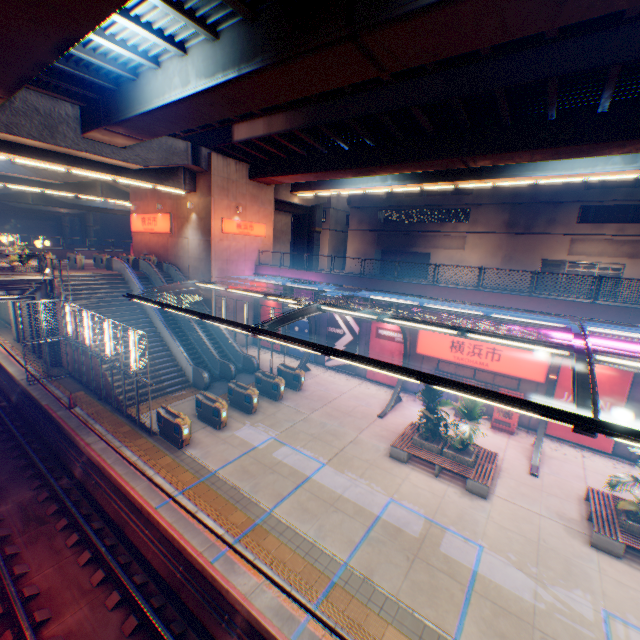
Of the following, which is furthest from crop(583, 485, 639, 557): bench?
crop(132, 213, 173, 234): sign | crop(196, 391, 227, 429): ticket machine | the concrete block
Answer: crop(132, 213, 173, 234): sign

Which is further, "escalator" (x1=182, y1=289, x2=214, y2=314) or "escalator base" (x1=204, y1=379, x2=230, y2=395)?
"escalator" (x1=182, y1=289, x2=214, y2=314)

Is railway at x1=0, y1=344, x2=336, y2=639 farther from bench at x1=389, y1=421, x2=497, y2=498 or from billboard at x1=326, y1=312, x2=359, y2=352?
billboard at x1=326, y1=312, x2=359, y2=352

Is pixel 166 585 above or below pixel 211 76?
below

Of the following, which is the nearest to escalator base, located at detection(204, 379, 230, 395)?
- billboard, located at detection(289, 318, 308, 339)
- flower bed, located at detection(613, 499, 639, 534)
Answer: billboard, located at detection(289, 318, 308, 339)

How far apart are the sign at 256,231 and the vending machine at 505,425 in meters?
20.8

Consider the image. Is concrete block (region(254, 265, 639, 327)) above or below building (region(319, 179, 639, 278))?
below

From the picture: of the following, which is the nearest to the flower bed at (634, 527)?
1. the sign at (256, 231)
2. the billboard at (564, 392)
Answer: the billboard at (564, 392)
